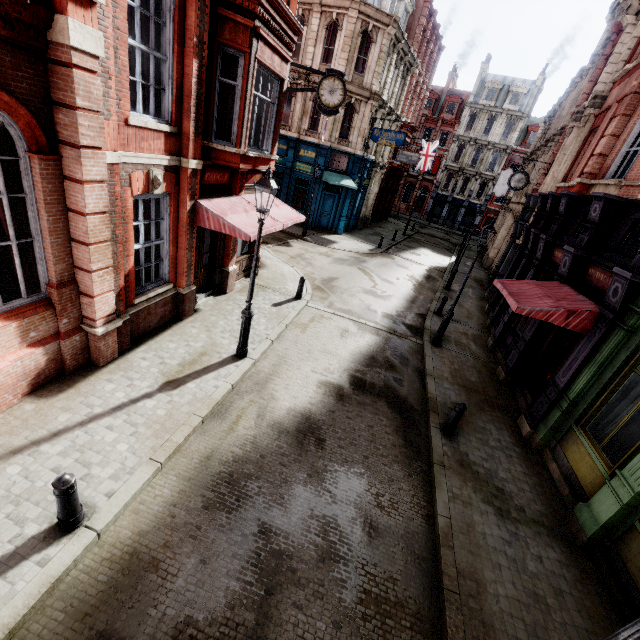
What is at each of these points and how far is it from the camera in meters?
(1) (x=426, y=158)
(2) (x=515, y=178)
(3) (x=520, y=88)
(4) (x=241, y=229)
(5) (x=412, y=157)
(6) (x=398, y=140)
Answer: (1) flag, 35.2
(2) clock, 17.5
(3) roof window, 42.8
(4) awning, 8.8
(5) sign, 29.3
(6) sign, 21.6

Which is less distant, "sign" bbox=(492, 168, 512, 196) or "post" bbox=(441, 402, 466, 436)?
"post" bbox=(441, 402, 466, 436)

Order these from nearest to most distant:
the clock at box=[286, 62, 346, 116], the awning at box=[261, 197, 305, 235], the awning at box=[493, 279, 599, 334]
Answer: the awning at box=[493, 279, 599, 334] → the awning at box=[261, 197, 305, 235] → the clock at box=[286, 62, 346, 116]

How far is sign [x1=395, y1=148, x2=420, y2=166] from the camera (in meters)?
29.11

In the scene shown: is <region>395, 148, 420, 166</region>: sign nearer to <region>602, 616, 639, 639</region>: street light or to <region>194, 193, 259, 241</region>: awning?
<region>194, 193, 259, 241</region>: awning

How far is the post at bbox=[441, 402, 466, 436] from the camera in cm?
772

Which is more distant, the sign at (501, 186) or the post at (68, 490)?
the sign at (501, 186)

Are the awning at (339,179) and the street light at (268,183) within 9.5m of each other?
no
